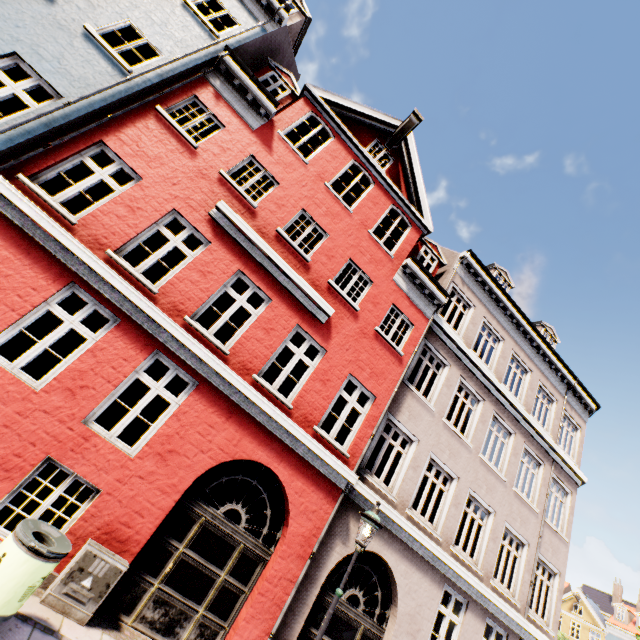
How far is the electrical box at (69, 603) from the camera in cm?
486

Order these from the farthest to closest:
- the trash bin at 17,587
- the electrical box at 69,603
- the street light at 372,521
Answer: the street light at 372,521 → the electrical box at 69,603 → the trash bin at 17,587

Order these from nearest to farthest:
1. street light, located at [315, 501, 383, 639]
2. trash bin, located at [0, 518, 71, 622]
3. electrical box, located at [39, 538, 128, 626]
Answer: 1. trash bin, located at [0, 518, 71, 622]
2. electrical box, located at [39, 538, 128, 626]
3. street light, located at [315, 501, 383, 639]

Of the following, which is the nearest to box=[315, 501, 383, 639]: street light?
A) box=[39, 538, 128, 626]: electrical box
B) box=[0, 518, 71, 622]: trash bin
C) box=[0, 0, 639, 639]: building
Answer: box=[0, 0, 639, 639]: building

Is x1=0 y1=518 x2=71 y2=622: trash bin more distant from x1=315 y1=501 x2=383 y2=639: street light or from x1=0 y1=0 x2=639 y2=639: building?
x1=315 y1=501 x2=383 y2=639: street light

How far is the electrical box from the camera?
4.9 meters

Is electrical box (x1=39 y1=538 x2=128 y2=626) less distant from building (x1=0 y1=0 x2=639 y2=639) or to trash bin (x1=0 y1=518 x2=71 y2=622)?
building (x1=0 y1=0 x2=639 y2=639)

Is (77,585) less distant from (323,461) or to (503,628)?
(323,461)
